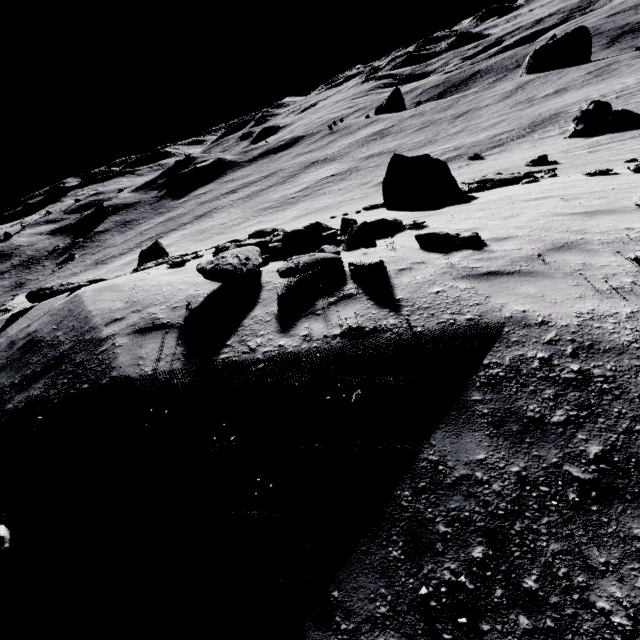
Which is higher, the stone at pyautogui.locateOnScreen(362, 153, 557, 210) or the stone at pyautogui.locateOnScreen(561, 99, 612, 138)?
the stone at pyautogui.locateOnScreen(362, 153, 557, 210)

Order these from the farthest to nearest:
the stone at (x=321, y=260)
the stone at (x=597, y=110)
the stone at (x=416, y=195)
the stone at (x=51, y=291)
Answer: the stone at (x=597, y=110) < the stone at (x=416, y=195) < the stone at (x=51, y=291) < the stone at (x=321, y=260)

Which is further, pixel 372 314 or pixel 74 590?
pixel 372 314

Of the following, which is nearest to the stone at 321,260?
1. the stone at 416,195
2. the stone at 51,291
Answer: the stone at 416,195

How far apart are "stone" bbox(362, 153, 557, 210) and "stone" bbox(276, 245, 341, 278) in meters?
10.3 m

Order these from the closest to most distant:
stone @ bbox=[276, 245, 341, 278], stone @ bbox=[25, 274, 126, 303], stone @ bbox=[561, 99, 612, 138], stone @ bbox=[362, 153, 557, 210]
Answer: stone @ bbox=[276, 245, 341, 278]
stone @ bbox=[25, 274, 126, 303]
stone @ bbox=[362, 153, 557, 210]
stone @ bbox=[561, 99, 612, 138]

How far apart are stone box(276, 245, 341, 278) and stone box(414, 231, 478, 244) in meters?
1.9

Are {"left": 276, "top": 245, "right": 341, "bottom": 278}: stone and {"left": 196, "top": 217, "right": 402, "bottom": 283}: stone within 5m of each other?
yes
